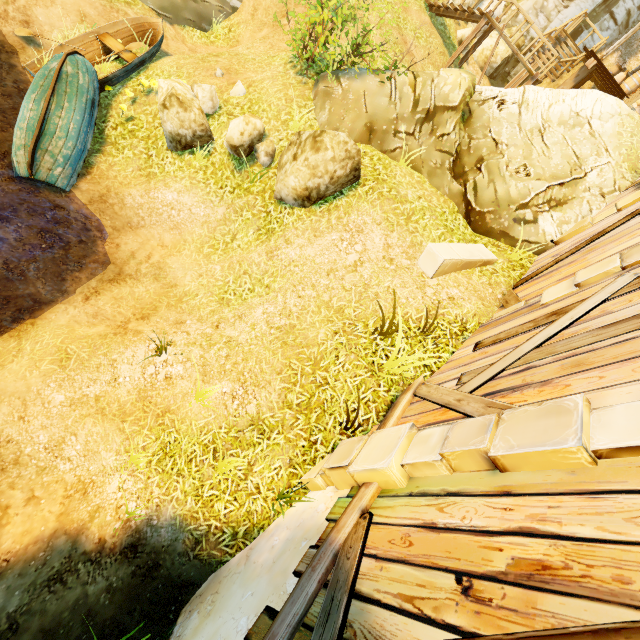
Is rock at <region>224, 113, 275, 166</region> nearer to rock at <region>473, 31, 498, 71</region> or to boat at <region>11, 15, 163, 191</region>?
boat at <region>11, 15, 163, 191</region>

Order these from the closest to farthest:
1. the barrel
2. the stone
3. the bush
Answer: the stone < the bush < the barrel

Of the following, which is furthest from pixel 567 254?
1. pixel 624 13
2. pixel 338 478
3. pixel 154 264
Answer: pixel 624 13

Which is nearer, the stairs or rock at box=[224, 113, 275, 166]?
rock at box=[224, 113, 275, 166]

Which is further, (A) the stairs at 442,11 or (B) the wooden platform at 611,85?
(A) the stairs at 442,11

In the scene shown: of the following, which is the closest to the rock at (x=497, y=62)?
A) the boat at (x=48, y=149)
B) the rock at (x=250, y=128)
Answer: the boat at (x=48, y=149)

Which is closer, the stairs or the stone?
the stone

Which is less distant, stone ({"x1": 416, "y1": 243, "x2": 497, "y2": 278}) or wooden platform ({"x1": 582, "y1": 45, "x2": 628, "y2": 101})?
stone ({"x1": 416, "y1": 243, "x2": 497, "y2": 278})
